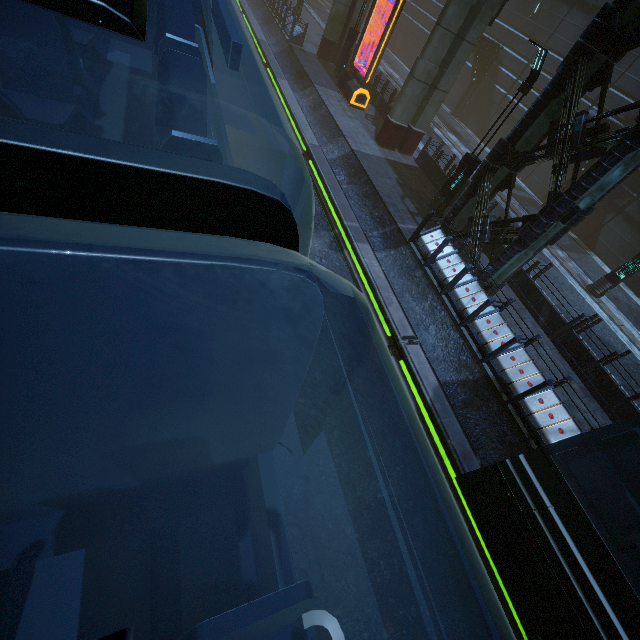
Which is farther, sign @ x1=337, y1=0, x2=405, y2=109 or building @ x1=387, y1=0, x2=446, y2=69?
building @ x1=387, y1=0, x2=446, y2=69

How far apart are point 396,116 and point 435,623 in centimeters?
1747cm

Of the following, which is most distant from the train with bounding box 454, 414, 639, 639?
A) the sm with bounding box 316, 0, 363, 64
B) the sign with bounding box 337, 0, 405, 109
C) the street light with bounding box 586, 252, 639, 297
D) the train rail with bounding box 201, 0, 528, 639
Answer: the street light with bounding box 586, 252, 639, 297

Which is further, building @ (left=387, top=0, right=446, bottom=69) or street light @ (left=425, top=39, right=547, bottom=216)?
building @ (left=387, top=0, right=446, bottom=69)

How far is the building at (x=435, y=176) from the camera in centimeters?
1484cm

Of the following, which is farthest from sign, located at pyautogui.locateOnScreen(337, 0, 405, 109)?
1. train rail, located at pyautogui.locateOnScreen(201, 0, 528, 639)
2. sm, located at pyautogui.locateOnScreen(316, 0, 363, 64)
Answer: sm, located at pyautogui.locateOnScreen(316, 0, 363, 64)

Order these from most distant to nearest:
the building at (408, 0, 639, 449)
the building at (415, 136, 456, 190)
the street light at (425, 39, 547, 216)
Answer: the building at (415, 136, 456, 190) < the street light at (425, 39, 547, 216) < the building at (408, 0, 639, 449)
